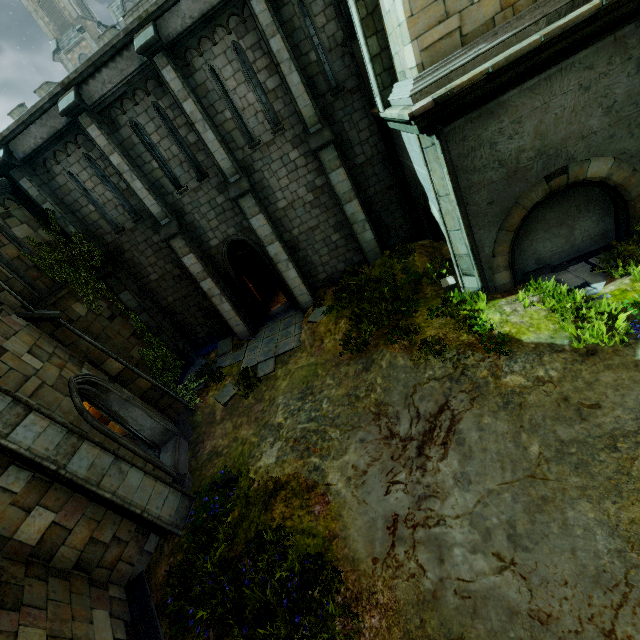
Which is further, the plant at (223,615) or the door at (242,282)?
the door at (242,282)

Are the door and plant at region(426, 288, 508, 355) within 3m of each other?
no

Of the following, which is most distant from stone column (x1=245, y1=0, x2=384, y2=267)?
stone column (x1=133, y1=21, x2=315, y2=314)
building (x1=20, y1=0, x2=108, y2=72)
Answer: building (x1=20, y1=0, x2=108, y2=72)

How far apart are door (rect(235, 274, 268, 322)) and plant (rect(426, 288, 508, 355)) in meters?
8.5 m

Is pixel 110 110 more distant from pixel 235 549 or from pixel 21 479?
pixel 235 549

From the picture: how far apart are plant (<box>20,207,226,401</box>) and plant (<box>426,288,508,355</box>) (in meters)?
13.03

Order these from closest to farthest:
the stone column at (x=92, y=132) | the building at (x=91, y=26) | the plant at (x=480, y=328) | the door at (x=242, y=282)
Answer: the plant at (x=480, y=328) < the stone column at (x=92, y=132) < the door at (x=242, y=282) < the building at (x=91, y=26)

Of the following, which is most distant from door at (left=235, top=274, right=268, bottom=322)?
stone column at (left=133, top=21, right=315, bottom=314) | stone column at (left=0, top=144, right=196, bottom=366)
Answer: stone column at (left=0, top=144, right=196, bottom=366)
